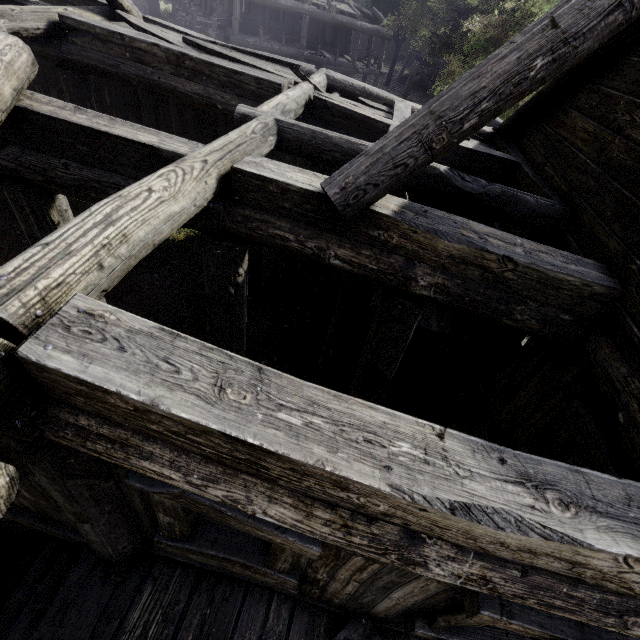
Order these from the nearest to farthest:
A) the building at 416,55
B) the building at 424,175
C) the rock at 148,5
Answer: the building at 424,175 < the rock at 148,5 < the building at 416,55

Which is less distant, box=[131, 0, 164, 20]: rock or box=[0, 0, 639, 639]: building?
box=[0, 0, 639, 639]: building

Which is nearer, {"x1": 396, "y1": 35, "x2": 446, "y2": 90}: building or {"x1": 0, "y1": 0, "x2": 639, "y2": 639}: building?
{"x1": 0, "y1": 0, "x2": 639, "y2": 639}: building

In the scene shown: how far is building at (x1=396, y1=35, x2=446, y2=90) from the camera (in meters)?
33.97

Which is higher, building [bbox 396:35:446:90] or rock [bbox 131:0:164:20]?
building [bbox 396:35:446:90]

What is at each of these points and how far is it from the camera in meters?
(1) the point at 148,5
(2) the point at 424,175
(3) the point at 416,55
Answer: (1) rock, 25.9
(2) building, 4.3
(3) building, 34.9

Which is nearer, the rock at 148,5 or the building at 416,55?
the rock at 148,5

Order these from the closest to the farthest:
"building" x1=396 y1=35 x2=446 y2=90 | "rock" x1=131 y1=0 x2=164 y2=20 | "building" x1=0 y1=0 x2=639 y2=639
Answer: "building" x1=0 y1=0 x2=639 y2=639, "rock" x1=131 y1=0 x2=164 y2=20, "building" x1=396 y1=35 x2=446 y2=90
